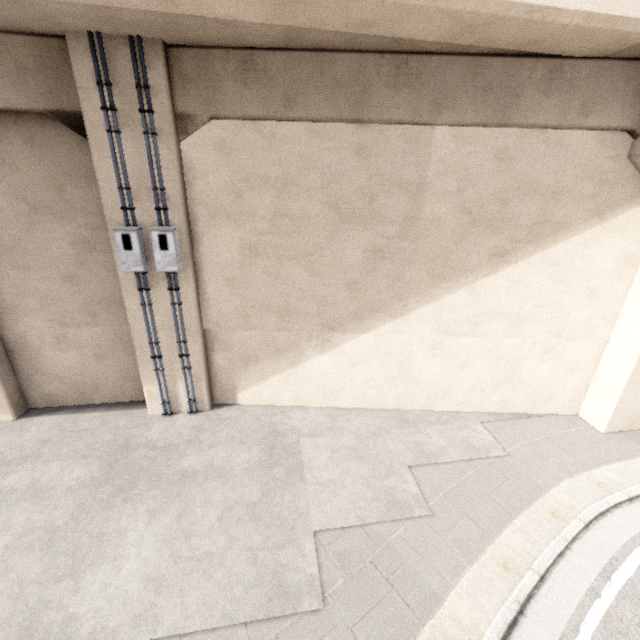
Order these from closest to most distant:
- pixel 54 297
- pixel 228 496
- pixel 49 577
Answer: pixel 49 577, pixel 228 496, pixel 54 297

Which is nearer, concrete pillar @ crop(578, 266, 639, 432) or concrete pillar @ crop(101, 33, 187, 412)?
concrete pillar @ crop(101, 33, 187, 412)

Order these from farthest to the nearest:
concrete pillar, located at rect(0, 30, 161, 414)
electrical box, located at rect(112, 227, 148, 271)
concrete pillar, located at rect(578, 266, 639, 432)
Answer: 1. concrete pillar, located at rect(578, 266, 639, 432)
2. electrical box, located at rect(112, 227, 148, 271)
3. concrete pillar, located at rect(0, 30, 161, 414)

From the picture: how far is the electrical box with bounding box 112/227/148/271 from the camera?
5.60m

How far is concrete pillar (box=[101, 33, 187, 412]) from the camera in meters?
4.9 m

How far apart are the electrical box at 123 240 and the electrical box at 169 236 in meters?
0.2 m

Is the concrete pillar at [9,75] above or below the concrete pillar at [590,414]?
above
